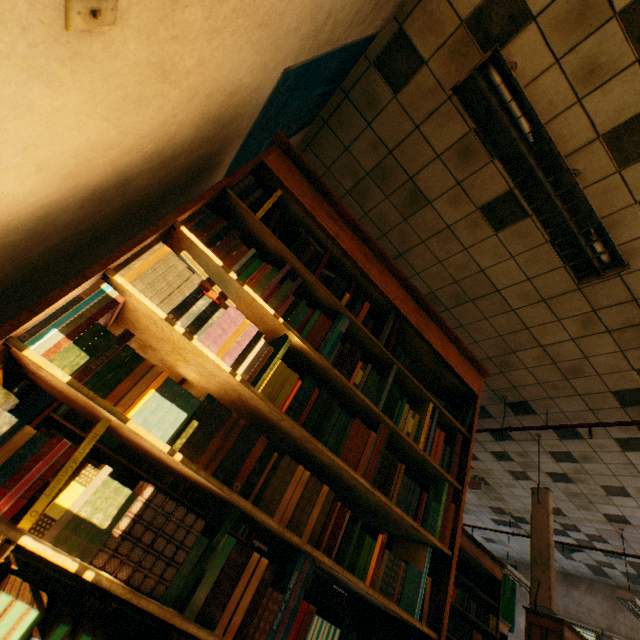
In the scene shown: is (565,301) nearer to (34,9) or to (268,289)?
(268,289)

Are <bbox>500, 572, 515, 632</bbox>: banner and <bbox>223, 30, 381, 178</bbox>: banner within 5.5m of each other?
no

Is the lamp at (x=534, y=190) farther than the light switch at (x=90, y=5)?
Yes

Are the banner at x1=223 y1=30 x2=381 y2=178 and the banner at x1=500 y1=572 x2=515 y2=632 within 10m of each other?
no

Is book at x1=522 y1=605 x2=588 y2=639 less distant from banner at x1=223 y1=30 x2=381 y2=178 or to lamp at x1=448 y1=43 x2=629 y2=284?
lamp at x1=448 y1=43 x2=629 y2=284

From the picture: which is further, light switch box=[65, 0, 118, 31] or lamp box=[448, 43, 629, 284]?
lamp box=[448, 43, 629, 284]

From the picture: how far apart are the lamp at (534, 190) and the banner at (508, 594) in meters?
10.9

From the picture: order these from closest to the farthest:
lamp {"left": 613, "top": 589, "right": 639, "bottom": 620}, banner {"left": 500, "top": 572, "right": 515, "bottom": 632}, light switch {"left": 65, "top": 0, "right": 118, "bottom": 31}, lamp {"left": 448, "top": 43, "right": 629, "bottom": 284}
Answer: light switch {"left": 65, "top": 0, "right": 118, "bottom": 31}, lamp {"left": 448, "top": 43, "right": 629, "bottom": 284}, lamp {"left": 613, "top": 589, "right": 639, "bottom": 620}, banner {"left": 500, "top": 572, "right": 515, "bottom": 632}
